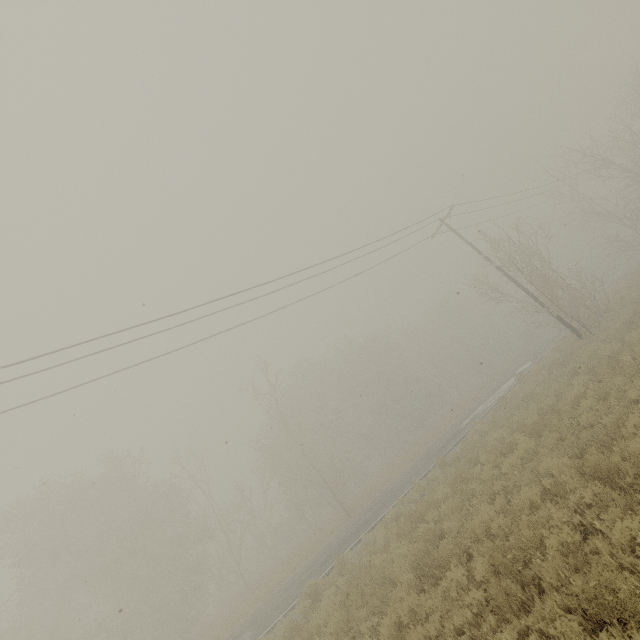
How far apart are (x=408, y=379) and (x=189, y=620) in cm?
3598
